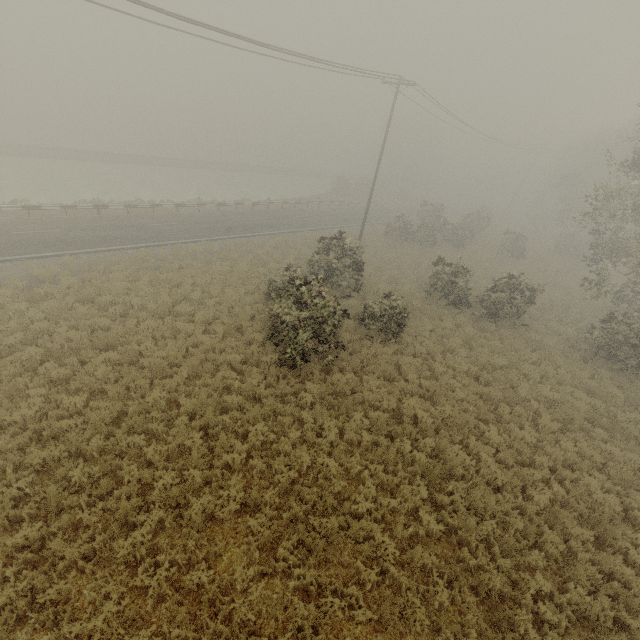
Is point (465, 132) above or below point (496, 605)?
above
